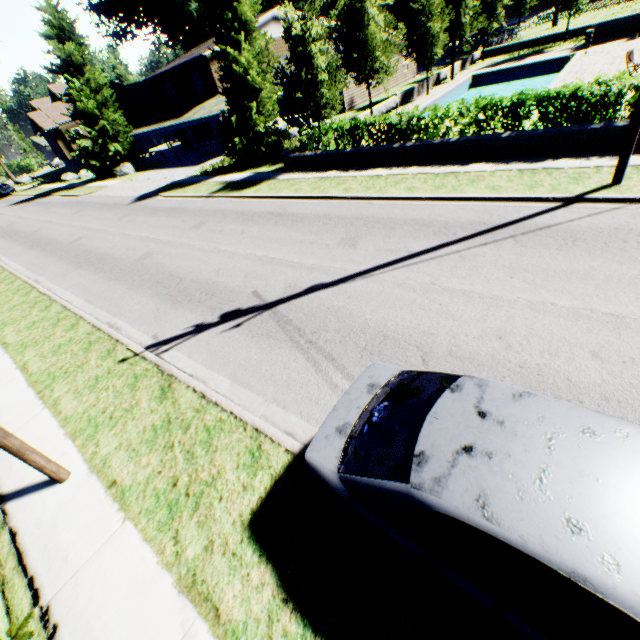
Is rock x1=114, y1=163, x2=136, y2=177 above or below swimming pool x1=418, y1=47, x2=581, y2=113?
above

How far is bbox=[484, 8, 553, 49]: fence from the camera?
38.24m

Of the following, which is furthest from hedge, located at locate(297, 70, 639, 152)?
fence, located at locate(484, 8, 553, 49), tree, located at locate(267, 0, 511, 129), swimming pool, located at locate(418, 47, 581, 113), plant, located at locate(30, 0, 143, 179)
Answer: fence, located at locate(484, 8, 553, 49)

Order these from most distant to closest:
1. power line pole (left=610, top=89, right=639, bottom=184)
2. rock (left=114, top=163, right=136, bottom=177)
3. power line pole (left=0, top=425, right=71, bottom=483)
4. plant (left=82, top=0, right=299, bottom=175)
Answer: rock (left=114, top=163, right=136, bottom=177)
plant (left=82, top=0, right=299, bottom=175)
power line pole (left=610, top=89, right=639, bottom=184)
power line pole (left=0, top=425, right=71, bottom=483)

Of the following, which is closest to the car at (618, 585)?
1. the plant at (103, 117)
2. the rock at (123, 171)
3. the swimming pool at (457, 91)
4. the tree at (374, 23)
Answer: the tree at (374, 23)

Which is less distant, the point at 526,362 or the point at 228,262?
the point at 526,362

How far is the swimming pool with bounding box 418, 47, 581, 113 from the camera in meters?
24.1 m

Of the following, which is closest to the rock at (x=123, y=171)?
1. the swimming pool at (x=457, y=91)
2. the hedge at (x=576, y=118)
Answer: the swimming pool at (x=457, y=91)
